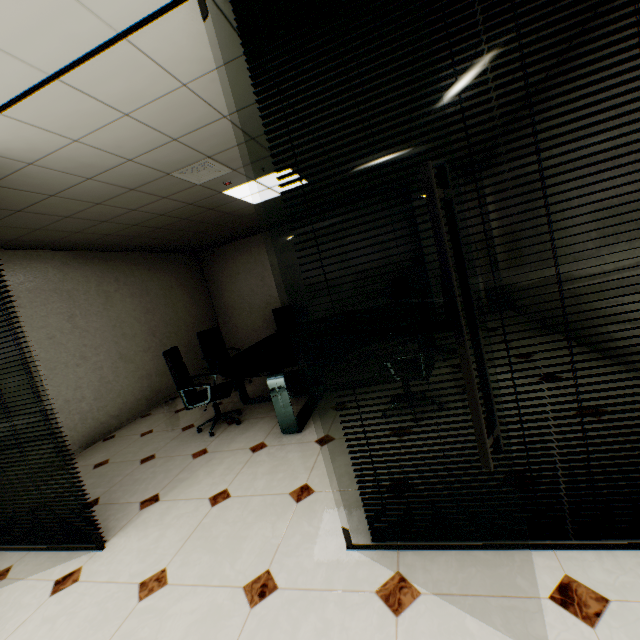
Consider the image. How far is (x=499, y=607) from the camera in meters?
1.4

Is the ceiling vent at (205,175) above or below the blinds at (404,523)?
above

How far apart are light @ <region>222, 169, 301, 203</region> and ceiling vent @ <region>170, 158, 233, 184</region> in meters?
0.5 m

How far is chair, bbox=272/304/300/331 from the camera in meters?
7.2

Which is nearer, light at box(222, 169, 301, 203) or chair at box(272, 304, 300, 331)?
light at box(222, 169, 301, 203)

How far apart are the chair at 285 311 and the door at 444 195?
5.74m

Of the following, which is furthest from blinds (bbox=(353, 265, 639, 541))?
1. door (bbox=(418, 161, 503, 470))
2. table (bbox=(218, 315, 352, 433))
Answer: table (bbox=(218, 315, 352, 433))

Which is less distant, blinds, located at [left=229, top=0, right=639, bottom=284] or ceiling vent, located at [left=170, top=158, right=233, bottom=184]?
blinds, located at [left=229, top=0, right=639, bottom=284]
